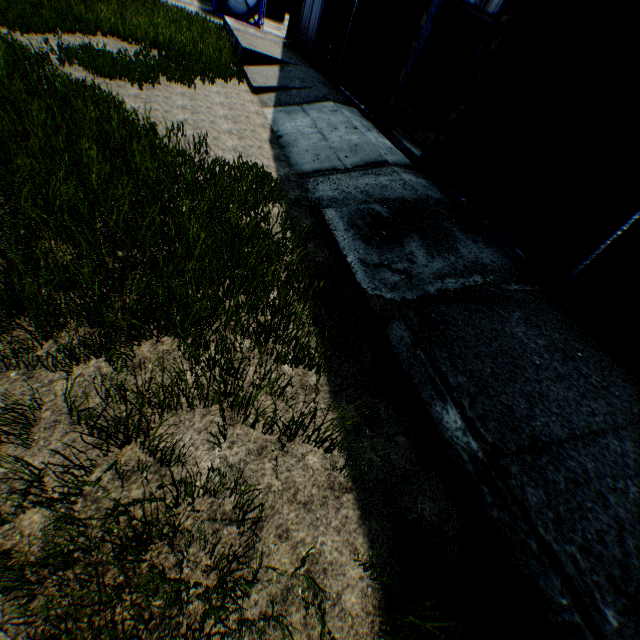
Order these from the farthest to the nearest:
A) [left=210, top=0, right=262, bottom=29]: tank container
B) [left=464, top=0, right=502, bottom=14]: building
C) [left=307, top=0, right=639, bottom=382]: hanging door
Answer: [left=210, top=0, right=262, bottom=29]: tank container < [left=464, top=0, right=502, bottom=14]: building < [left=307, top=0, right=639, bottom=382]: hanging door

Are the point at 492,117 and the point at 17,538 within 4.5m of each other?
no

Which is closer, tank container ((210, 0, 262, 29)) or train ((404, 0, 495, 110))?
train ((404, 0, 495, 110))

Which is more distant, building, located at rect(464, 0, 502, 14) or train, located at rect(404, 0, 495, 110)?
building, located at rect(464, 0, 502, 14)

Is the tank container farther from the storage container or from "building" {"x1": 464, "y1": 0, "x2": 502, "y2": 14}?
"building" {"x1": 464, "y1": 0, "x2": 502, "y2": 14}

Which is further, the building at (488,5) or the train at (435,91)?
the building at (488,5)

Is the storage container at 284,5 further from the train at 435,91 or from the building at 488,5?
the train at 435,91
